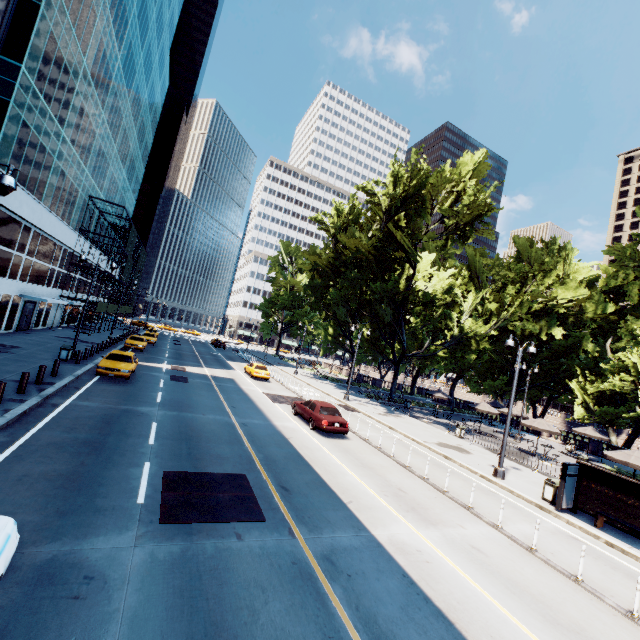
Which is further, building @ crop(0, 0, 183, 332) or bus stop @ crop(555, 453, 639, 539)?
building @ crop(0, 0, 183, 332)

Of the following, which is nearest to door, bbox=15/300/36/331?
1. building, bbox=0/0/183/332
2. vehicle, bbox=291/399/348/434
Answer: building, bbox=0/0/183/332

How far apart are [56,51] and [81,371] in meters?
23.6 m

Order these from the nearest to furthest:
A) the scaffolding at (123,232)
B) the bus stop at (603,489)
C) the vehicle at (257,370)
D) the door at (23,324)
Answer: the bus stop at (603,489)
the door at (23,324)
the vehicle at (257,370)
the scaffolding at (123,232)

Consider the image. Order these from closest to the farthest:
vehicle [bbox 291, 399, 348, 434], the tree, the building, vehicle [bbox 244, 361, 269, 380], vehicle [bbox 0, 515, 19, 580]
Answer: vehicle [bbox 0, 515, 19, 580], vehicle [bbox 291, 399, 348, 434], the building, the tree, vehicle [bbox 244, 361, 269, 380]

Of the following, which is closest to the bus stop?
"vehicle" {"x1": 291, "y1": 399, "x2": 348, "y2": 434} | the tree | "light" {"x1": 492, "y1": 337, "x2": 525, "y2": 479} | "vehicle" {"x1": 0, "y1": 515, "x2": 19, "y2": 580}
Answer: "light" {"x1": 492, "y1": 337, "x2": 525, "y2": 479}

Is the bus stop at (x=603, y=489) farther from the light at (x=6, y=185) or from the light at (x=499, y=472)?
the light at (x=6, y=185)

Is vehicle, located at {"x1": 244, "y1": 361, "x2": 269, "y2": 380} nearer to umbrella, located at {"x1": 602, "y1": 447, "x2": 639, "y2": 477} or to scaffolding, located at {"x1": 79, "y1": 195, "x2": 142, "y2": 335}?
scaffolding, located at {"x1": 79, "y1": 195, "x2": 142, "y2": 335}
